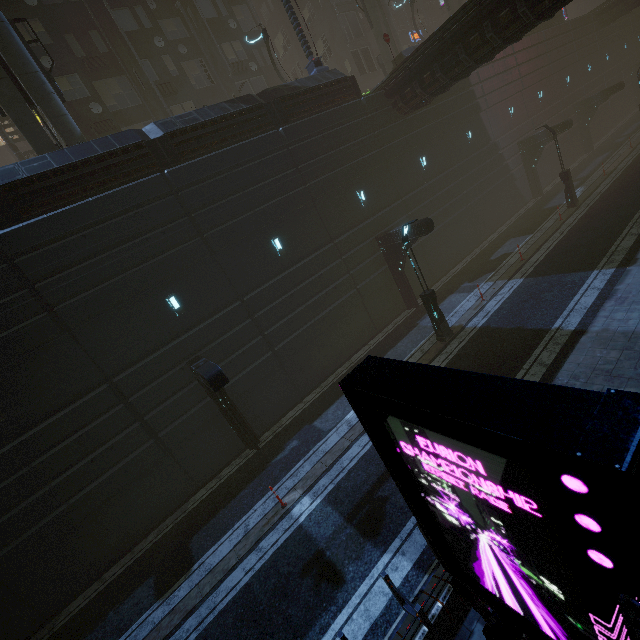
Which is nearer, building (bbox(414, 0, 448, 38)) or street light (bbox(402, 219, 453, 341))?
street light (bbox(402, 219, 453, 341))

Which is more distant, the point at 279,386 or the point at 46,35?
the point at 46,35

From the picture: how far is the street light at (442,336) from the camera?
13.3m

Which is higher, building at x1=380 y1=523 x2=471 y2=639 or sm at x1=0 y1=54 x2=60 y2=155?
sm at x1=0 y1=54 x2=60 y2=155

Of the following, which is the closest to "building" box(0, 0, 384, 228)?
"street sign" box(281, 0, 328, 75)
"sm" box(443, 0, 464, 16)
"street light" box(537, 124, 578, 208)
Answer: "street sign" box(281, 0, 328, 75)

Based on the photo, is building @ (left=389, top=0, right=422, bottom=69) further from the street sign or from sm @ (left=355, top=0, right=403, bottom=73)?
sm @ (left=355, top=0, right=403, bottom=73)

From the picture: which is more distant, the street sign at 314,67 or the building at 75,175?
the street sign at 314,67

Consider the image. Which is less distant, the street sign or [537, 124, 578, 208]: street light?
the street sign
